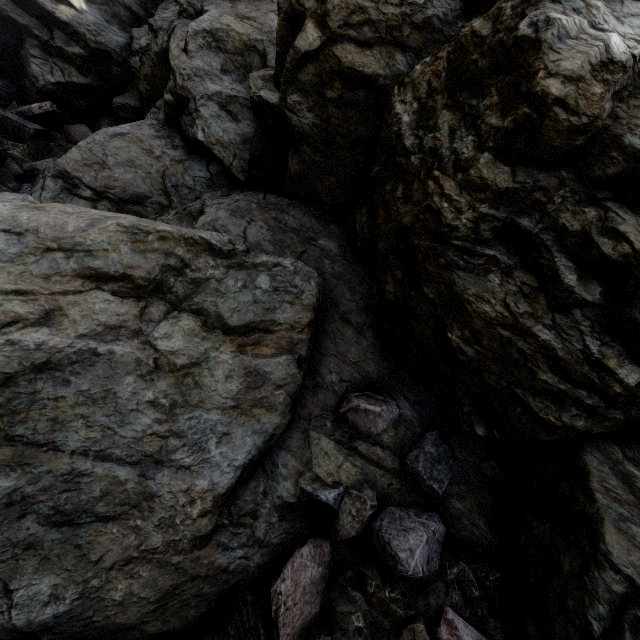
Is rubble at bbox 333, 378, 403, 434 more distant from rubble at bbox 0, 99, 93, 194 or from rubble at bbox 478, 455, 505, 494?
rubble at bbox 0, 99, 93, 194

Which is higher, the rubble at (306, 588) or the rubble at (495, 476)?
the rubble at (495, 476)

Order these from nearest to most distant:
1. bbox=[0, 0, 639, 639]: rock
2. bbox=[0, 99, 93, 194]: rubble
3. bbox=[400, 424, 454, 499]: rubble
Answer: bbox=[0, 0, 639, 639]: rock, bbox=[400, 424, 454, 499]: rubble, bbox=[0, 99, 93, 194]: rubble

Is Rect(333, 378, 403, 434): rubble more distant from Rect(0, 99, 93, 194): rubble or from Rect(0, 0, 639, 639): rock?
Rect(0, 99, 93, 194): rubble

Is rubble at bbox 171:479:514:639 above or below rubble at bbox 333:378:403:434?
below

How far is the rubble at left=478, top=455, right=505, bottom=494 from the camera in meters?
3.5

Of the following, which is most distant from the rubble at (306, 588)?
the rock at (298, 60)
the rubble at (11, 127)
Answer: the rubble at (11, 127)

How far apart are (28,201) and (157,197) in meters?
2.6 m
